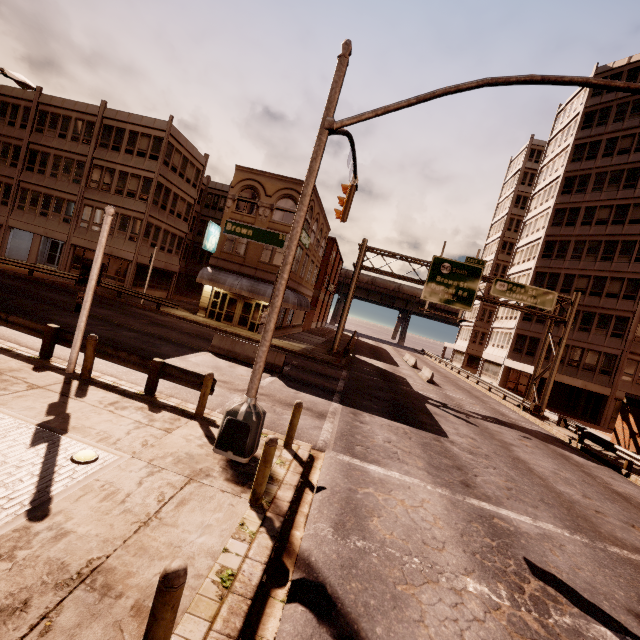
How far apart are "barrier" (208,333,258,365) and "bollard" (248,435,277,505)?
10.34m

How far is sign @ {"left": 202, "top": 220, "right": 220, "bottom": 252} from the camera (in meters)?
25.92

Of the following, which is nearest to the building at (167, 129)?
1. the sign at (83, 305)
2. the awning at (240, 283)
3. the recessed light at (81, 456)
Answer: the awning at (240, 283)

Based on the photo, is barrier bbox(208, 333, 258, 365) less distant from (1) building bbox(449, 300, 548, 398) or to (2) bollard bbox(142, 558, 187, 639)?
(2) bollard bbox(142, 558, 187, 639)

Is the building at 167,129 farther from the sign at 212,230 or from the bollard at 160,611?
the bollard at 160,611

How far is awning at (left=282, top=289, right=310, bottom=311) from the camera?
25.88m

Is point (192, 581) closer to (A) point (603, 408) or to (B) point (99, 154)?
(B) point (99, 154)

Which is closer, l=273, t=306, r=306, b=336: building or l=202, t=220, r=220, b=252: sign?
l=202, t=220, r=220, b=252: sign
